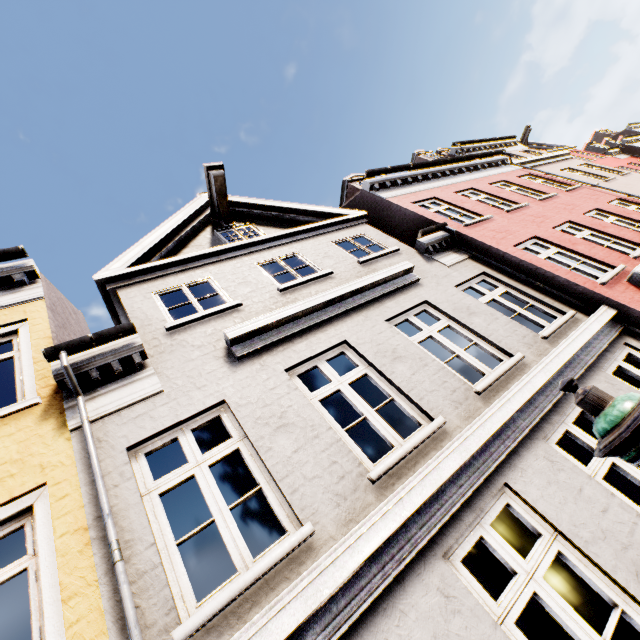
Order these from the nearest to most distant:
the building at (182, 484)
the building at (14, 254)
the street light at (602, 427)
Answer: the street light at (602, 427)
the building at (182, 484)
the building at (14, 254)

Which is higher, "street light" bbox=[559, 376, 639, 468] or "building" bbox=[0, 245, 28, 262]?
"building" bbox=[0, 245, 28, 262]

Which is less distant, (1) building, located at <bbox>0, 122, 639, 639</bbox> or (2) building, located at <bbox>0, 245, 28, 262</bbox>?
(1) building, located at <bbox>0, 122, 639, 639</bbox>

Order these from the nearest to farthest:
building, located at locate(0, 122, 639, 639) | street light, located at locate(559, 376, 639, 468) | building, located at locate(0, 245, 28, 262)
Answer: street light, located at locate(559, 376, 639, 468), building, located at locate(0, 122, 639, 639), building, located at locate(0, 245, 28, 262)

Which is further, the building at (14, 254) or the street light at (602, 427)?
the building at (14, 254)

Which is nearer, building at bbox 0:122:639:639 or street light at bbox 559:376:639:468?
street light at bbox 559:376:639:468

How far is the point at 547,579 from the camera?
9.1 meters
